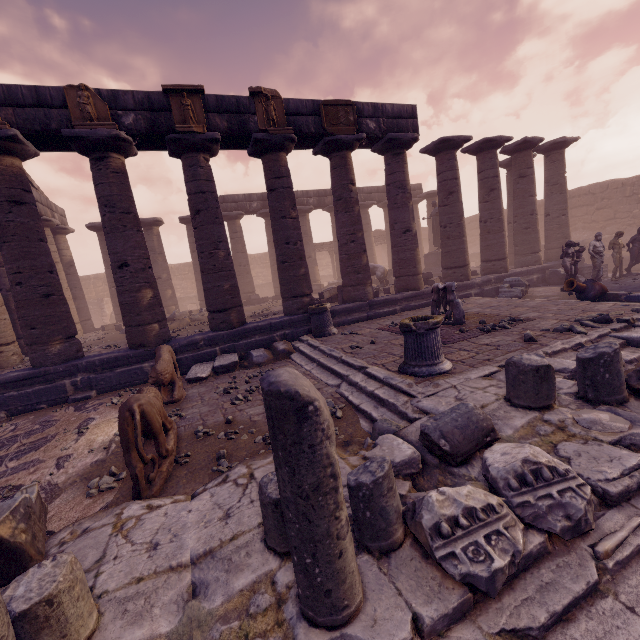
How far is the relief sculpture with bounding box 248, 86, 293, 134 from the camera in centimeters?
906cm

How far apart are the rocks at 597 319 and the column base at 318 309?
5.7m

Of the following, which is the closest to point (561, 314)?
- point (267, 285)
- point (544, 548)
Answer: point (544, 548)

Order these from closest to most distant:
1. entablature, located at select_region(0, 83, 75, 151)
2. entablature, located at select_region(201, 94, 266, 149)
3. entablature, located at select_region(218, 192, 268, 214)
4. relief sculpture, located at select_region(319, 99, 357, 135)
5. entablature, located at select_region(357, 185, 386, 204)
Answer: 1. entablature, located at select_region(0, 83, 75, 151)
2. entablature, located at select_region(201, 94, 266, 149)
3. relief sculpture, located at select_region(319, 99, 357, 135)
4. entablature, located at select_region(218, 192, 268, 214)
5. entablature, located at select_region(357, 185, 386, 204)

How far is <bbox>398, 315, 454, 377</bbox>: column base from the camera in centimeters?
528cm

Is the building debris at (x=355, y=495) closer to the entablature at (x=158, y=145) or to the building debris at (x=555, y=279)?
the building debris at (x=555, y=279)

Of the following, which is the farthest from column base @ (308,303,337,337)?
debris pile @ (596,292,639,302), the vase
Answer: debris pile @ (596,292,639,302)

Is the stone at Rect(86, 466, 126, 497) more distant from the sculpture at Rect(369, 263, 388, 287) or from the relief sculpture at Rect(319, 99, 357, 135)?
the sculpture at Rect(369, 263, 388, 287)
